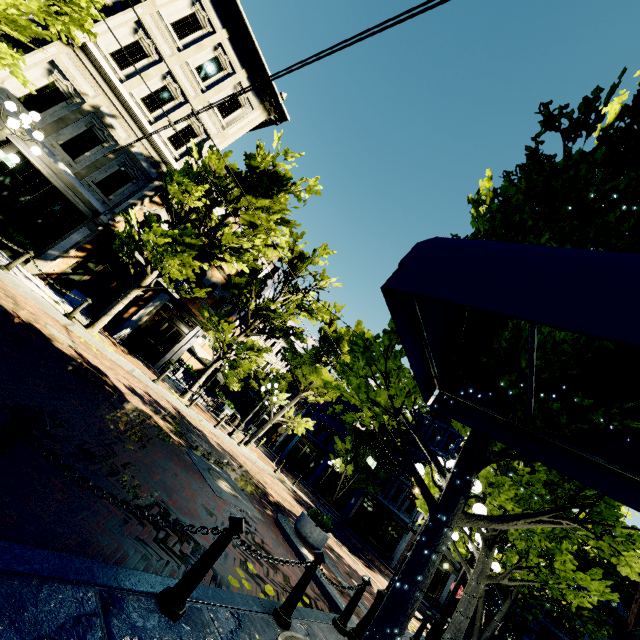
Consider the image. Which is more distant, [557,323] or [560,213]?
[560,213]

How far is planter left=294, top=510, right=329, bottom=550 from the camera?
8.79m

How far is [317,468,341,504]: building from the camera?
33.3 meters

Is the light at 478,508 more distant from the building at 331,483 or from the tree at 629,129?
the building at 331,483

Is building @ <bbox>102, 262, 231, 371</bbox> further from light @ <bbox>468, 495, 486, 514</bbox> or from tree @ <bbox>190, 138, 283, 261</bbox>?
light @ <bbox>468, 495, 486, 514</bbox>

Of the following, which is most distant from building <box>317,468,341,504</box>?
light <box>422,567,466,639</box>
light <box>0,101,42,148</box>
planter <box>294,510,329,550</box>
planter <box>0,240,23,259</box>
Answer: light <box>0,101,42,148</box>

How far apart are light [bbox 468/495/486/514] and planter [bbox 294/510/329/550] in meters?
3.4

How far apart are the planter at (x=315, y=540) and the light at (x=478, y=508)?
3.39m
